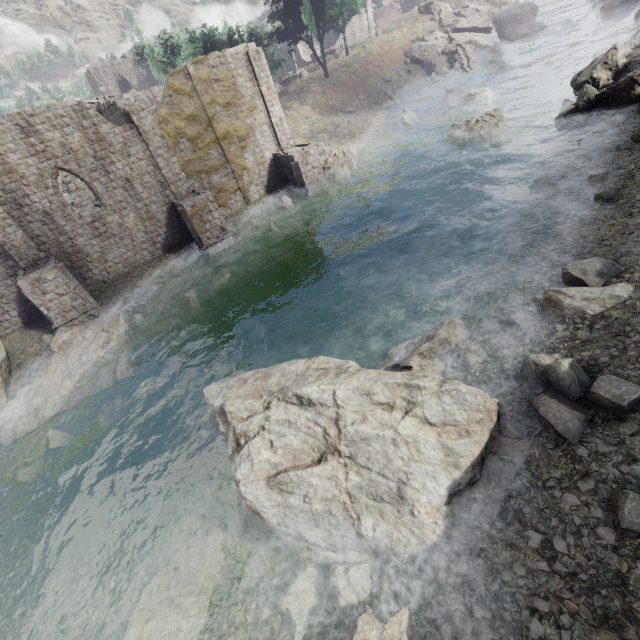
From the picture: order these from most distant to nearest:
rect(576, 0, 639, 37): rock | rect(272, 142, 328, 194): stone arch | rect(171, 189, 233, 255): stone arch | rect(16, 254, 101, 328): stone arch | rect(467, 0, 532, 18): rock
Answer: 1. rect(467, 0, 532, 18): rock
2. rect(576, 0, 639, 37): rock
3. rect(272, 142, 328, 194): stone arch
4. rect(171, 189, 233, 255): stone arch
5. rect(16, 254, 101, 328): stone arch

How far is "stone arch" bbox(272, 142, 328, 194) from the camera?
24.5m

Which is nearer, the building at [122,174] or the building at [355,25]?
the building at [122,174]

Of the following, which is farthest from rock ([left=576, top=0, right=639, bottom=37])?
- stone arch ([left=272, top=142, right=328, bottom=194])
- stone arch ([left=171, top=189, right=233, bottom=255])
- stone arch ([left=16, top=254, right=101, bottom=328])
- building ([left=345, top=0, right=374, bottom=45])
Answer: stone arch ([left=16, top=254, right=101, bottom=328])

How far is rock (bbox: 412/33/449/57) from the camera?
45.9m

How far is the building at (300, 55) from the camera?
57.0 meters

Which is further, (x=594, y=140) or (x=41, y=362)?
(x=41, y=362)

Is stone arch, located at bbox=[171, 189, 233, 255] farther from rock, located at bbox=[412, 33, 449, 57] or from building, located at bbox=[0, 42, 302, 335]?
rock, located at bbox=[412, 33, 449, 57]
